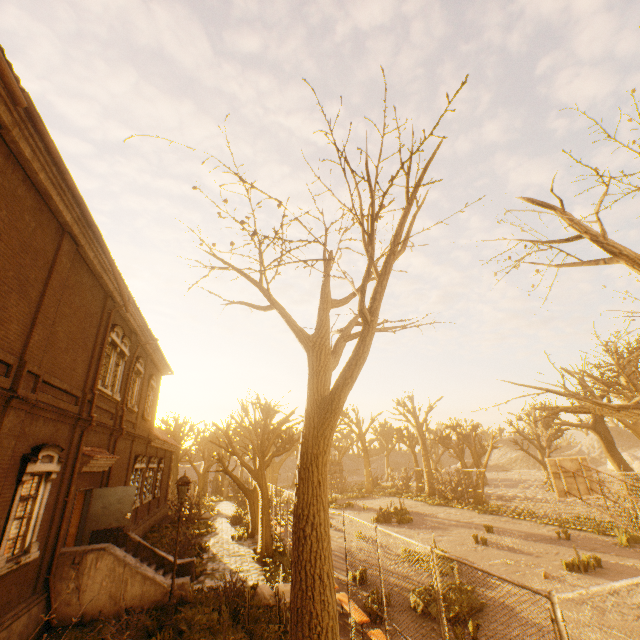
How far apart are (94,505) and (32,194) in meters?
11.5 m

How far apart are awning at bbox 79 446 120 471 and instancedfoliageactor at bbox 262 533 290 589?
7.4 meters

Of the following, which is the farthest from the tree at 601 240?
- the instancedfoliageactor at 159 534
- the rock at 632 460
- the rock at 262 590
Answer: the rock at 632 460

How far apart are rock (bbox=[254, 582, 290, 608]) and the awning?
7.2 meters

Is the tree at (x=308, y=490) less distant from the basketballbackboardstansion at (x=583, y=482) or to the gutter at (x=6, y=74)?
the basketballbackboardstansion at (x=583, y=482)

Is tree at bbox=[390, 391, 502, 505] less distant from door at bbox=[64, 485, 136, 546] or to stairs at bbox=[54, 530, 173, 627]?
stairs at bbox=[54, 530, 173, 627]

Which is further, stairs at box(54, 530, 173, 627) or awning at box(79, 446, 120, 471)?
awning at box(79, 446, 120, 471)

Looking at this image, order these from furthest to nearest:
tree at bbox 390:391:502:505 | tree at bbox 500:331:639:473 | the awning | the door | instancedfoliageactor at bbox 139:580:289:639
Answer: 1. tree at bbox 390:391:502:505
2. the door
3. the awning
4. instancedfoliageactor at bbox 139:580:289:639
5. tree at bbox 500:331:639:473
